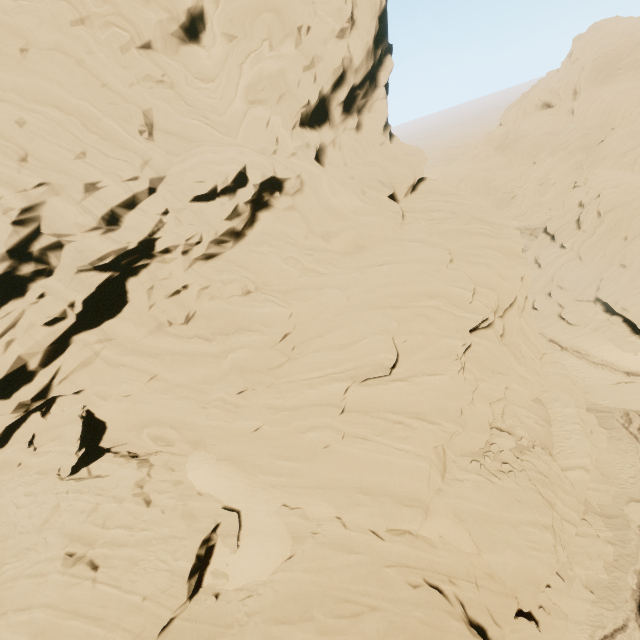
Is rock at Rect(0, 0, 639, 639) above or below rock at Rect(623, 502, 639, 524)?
above

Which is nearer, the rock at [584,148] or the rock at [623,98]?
the rock at [584,148]

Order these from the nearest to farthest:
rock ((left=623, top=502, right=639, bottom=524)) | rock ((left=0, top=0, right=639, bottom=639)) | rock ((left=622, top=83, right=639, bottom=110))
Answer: rock ((left=0, top=0, right=639, bottom=639)) → rock ((left=623, top=502, right=639, bottom=524)) → rock ((left=622, top=83, right=639, bottom=110))

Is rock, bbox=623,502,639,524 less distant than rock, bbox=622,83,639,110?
Yes

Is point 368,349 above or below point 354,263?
below

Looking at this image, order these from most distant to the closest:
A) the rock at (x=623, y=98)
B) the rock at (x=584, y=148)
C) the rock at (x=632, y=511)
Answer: the rock at (x=623, y=98) < the rock at (x=632, y=511) < the rock at (x=584, y=148)
